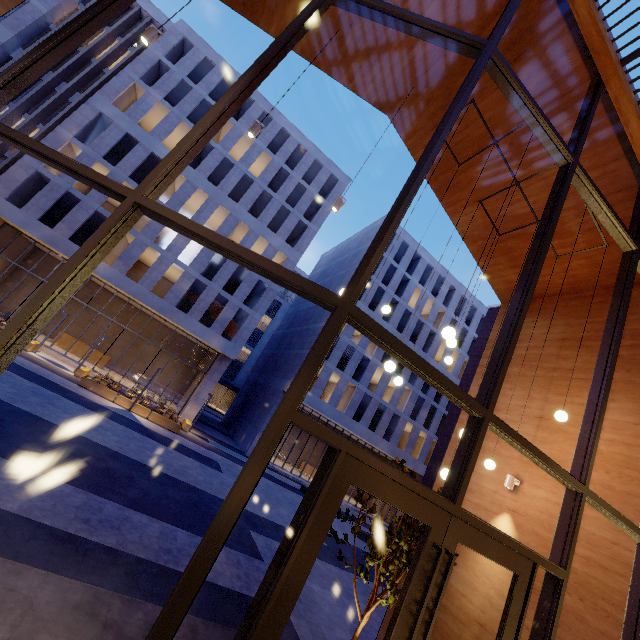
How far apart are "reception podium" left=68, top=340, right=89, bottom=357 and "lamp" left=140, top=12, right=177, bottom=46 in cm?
2697

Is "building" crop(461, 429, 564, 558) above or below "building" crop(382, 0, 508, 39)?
below

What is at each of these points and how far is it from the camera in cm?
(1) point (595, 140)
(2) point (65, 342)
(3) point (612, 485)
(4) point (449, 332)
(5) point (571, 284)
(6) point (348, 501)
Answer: (1) building, 593
(2) reception podium, 2531
(3) building, 536
(4) lamp, 454
(5) building, 793
(6) building, 3116

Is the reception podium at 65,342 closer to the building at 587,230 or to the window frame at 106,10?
the building at 587,230

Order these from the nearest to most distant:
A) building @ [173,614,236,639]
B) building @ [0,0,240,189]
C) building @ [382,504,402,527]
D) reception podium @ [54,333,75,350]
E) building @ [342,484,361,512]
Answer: building @ [173,614,236,639] → building @ [0,0,240,189] → reception podium @ [54,333,75,350] → building @ [342,484,361,512] → building @ [382,504,402,527]

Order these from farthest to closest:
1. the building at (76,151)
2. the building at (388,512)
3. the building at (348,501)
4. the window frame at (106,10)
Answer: the building at (388,512)
the building at (348,501)
the building at (76,151)
the window frame at (106,10)
